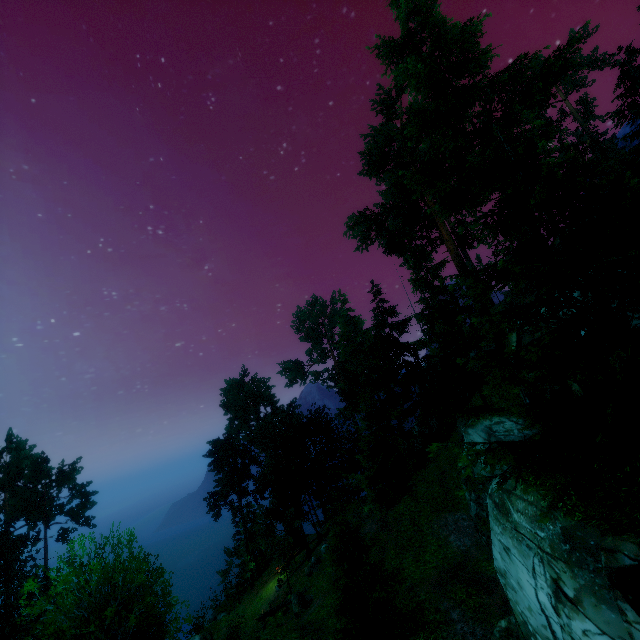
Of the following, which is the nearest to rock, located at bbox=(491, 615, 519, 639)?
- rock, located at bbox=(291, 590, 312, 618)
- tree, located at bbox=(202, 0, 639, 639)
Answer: tree, located at bbox=(202, 0, 639, 639)

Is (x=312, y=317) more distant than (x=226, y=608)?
Yes

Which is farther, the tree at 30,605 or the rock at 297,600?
the rock at 297,600

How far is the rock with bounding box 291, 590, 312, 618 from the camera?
23.89m

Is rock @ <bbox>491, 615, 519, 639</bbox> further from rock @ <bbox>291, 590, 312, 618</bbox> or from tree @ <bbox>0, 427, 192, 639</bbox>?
rock @ <bbox>291, 590, 312, 618</bbox>

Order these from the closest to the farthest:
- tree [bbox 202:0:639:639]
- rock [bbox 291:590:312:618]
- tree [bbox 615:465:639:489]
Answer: tree [bbox 615:465:639:489] → tree [bbox 202:0:639:639] → rock [bbox 291:590:312:618]
